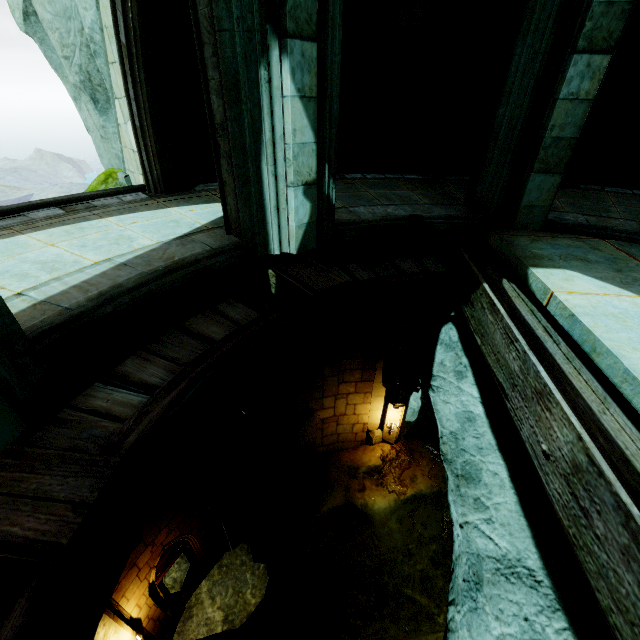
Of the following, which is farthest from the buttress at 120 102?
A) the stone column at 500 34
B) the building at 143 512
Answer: the stone column at 500 34

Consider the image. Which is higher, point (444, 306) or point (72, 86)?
point (72, 86)

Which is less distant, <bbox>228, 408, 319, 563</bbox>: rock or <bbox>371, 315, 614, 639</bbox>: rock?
<bbox>371, 315, 614, 639</bbox>: rock

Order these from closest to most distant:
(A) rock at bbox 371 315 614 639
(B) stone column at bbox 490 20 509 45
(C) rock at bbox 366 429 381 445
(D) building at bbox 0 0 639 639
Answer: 1. (D) building at bbox 0 0 639 639
2. (A) rock at bbox 371 315 614 639
3. (B) stone column at bbox 490 20 509 45
4. (C) rock at bbox 366 429 381 445

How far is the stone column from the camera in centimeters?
599cm

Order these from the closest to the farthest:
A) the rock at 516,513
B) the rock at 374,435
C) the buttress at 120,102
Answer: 1. the rock at 516,513
2. the buttress at 120,102
3. the rock at 374,435

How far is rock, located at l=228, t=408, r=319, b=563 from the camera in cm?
1038

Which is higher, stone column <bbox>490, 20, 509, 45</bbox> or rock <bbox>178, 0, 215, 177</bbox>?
stone column <bbox>490, 20, 509, 45</bbox>
